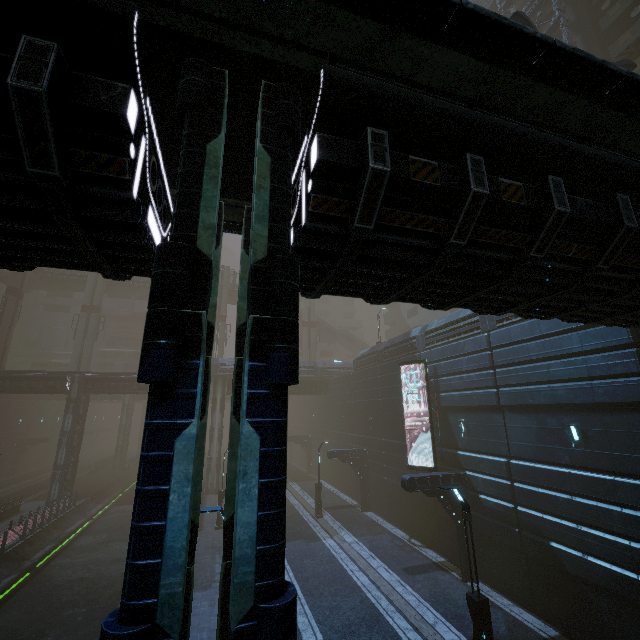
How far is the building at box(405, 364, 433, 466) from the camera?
20.5m

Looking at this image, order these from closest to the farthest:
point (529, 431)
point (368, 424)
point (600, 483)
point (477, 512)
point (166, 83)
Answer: point (166, 83) → point (600, 483) → point (529, 431) → point (477, 512) → point (368, 424)

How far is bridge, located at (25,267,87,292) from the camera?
44.7 meters

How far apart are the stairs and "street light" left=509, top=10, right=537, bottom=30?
41.82m

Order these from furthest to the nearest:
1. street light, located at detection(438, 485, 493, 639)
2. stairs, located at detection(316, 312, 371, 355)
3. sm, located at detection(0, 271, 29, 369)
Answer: stairs, located at detection(316, 312, 371, 355), sm, located at detection(0, 271, 29, 369), street light, located at detection(438, 485, 493, 639)

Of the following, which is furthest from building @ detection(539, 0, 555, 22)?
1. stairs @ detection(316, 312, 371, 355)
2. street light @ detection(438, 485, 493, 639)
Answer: street light @ detection(438, 485, 493, 639)

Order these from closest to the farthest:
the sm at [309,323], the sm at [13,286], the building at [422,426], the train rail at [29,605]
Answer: the train rail at [29,605] → the building at [422,426] → the sm at [13,286] → the sm at [309,323]

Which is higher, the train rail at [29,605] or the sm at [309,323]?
the sm at [309,323]
